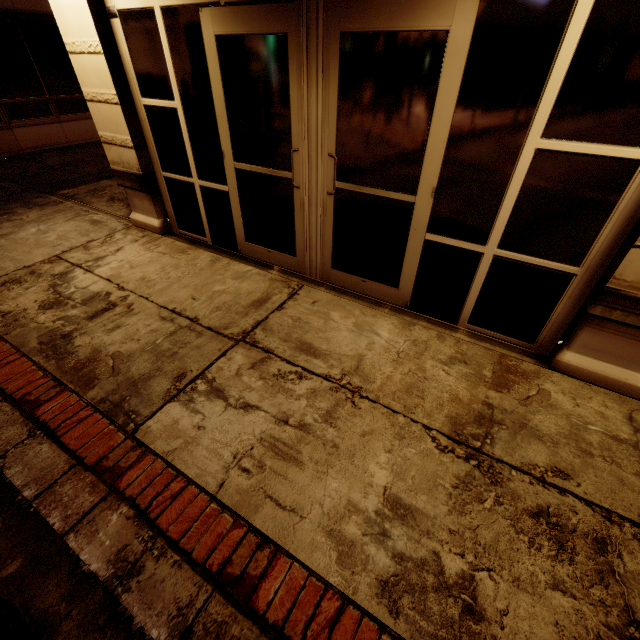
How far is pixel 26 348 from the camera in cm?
318
